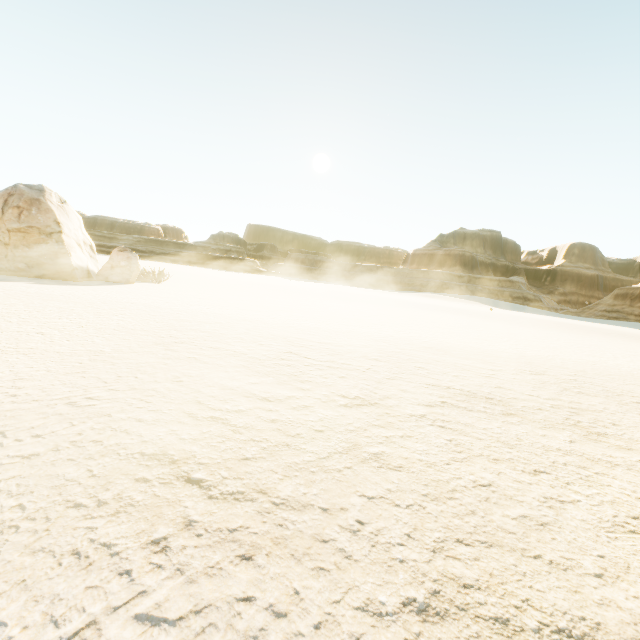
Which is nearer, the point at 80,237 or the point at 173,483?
the point at 173,483
